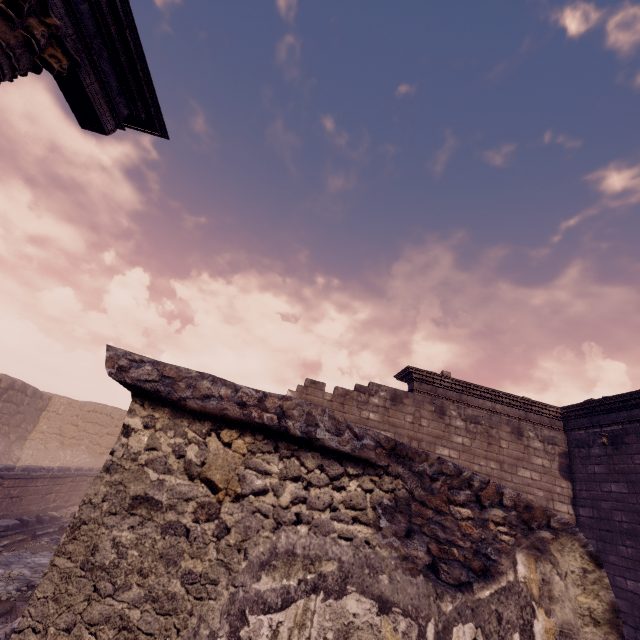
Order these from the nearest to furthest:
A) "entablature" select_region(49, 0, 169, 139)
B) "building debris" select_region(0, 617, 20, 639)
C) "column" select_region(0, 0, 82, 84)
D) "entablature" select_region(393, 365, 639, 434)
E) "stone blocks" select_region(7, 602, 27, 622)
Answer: "column" select_region(0, 0, 82, 84)
"entablature" select_region(49, 0, 169, 139)
"building debris" select_region(0, 617, 20, 639)
"stone blocks" select_region(7, 602, 27, 622)
"entablature" select_region(393, 365, 639, 434)

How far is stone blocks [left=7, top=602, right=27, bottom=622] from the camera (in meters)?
6.69

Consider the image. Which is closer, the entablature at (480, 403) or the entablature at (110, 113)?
the entablature at (110, 113)

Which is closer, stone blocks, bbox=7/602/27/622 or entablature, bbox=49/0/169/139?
entablature, bbox=49/0/169/139

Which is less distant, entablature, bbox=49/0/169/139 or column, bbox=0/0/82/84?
column, bbox=0/0/82/84

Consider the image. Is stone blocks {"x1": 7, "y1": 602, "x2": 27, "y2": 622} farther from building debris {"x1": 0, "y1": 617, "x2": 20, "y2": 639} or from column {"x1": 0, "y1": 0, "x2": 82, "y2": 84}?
column {"x1": 0, "y1": 0, "x2": 82, "y2": 84}

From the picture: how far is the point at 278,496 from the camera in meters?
1.3 m

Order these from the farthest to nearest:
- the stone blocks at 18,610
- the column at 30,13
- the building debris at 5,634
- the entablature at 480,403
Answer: the entablature at 480,403 < the stone blocks at 18,610 < the building debris at 5,634 < the column at 30,13
